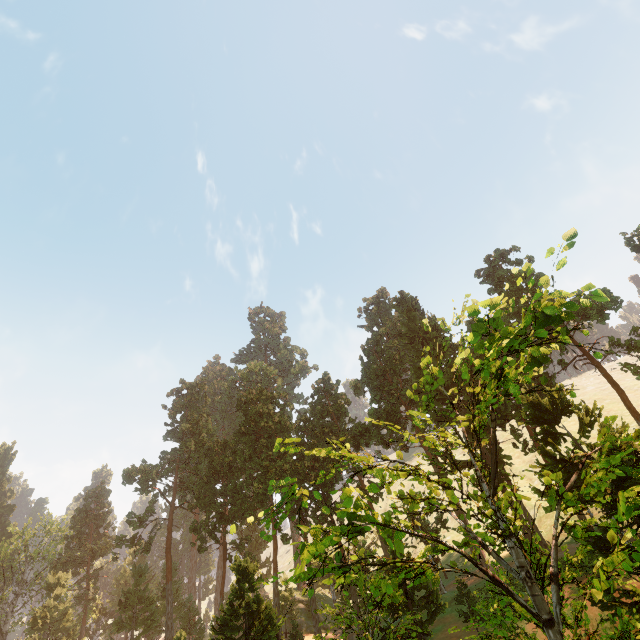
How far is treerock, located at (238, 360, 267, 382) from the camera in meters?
58.1 m

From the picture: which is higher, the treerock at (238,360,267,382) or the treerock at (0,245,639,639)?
the treerock at (238,360,267,382)

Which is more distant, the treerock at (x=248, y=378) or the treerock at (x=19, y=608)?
the treerock at (x=248, y=378)

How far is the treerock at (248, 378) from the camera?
58.1m

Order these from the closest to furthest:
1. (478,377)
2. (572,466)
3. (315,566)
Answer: (572,466)
(478,377)
(315,566)

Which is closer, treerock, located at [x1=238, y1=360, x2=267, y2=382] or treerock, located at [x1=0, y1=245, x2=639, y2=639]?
treerock, located at [x1=0, y1=245, x2=639, y2=639]
